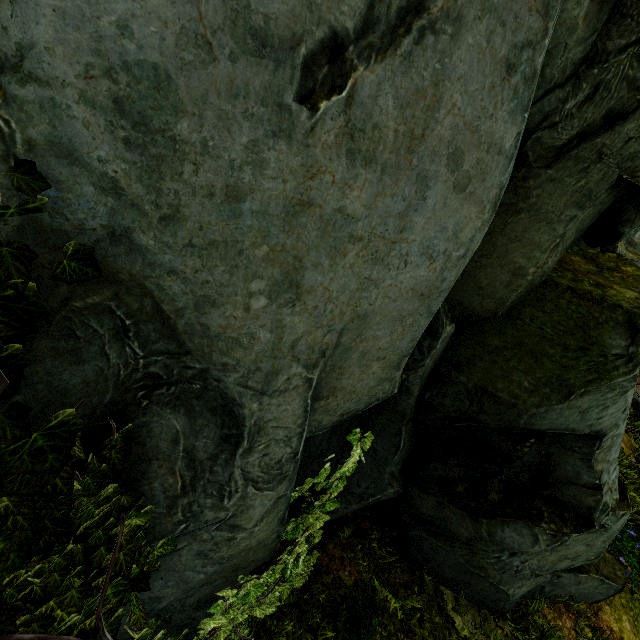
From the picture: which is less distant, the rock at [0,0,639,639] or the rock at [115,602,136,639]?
the rock at [0,0,639,639]

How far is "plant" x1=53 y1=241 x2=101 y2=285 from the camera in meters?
1.2 m

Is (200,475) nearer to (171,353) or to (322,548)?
(171,353)

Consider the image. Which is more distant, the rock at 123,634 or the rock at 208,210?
the rock at 123,634

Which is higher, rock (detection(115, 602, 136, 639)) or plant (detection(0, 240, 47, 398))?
plant (detection(0, 240, 47, 398))

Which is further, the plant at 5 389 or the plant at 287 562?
the plant at 287 562
